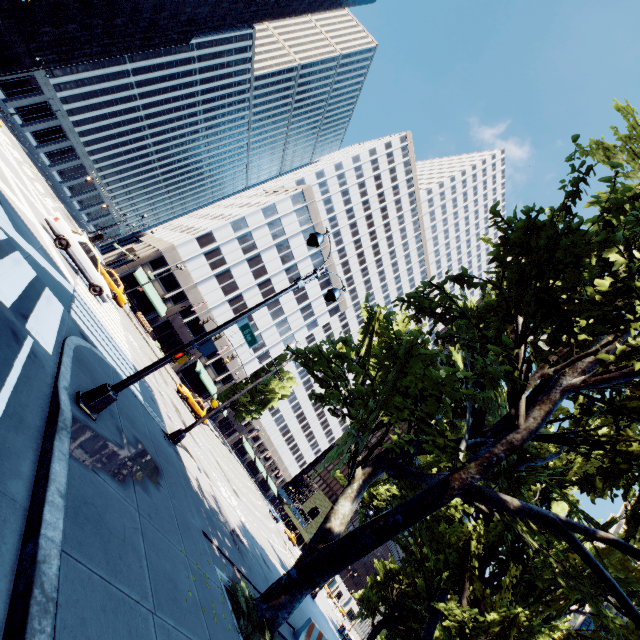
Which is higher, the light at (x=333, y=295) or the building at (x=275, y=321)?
the building at (x=275, y=321)

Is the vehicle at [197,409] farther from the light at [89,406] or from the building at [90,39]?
the building at [90,39]

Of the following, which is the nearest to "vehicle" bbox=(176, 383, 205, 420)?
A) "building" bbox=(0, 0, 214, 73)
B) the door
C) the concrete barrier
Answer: the door

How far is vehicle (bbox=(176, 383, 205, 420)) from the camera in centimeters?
3203cm

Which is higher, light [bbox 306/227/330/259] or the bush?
light [bbox 306/227/330/259]

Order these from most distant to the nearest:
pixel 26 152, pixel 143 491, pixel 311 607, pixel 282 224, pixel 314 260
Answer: pixel 314 260 → pixel 282 224 → pixel 26 152 → pixel 311 607 → pixel 143 491

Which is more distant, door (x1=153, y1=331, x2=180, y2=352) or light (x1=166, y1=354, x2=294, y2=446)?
door (x1=153, y1=331, x2=180, y2=352)

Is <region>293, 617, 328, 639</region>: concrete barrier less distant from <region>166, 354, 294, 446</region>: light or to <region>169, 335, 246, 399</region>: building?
<region>166, 354, 294, 446</region>: light
